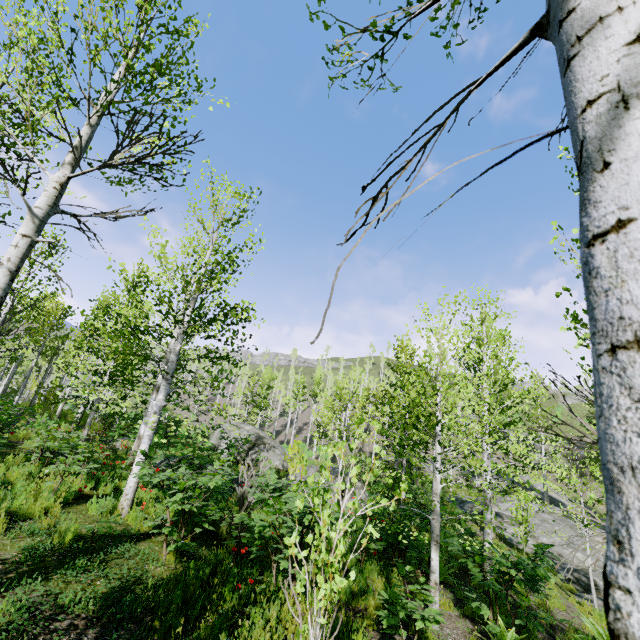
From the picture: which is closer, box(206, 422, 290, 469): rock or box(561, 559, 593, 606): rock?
box(561, 559, 593, 606): rock

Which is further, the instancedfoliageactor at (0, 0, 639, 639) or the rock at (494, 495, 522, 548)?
the rock at (494, 495, 522, 548)

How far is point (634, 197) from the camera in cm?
45

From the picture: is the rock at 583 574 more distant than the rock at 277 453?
No

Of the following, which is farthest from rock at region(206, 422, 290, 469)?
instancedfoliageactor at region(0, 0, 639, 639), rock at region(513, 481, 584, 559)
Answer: rock at region(513, 481, 584, 559)

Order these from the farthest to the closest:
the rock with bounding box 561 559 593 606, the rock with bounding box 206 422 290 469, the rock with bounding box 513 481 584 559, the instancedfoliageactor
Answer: the rock with bounding box 206 422 290 469 → the rock with bounding box 513 481 584 559 → the rock with bounding box 561 559 593 606 → the instancedfoliageactor

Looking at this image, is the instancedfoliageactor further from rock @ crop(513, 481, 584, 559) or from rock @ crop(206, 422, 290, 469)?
rock @ crop(206, 422, 290, 469)
